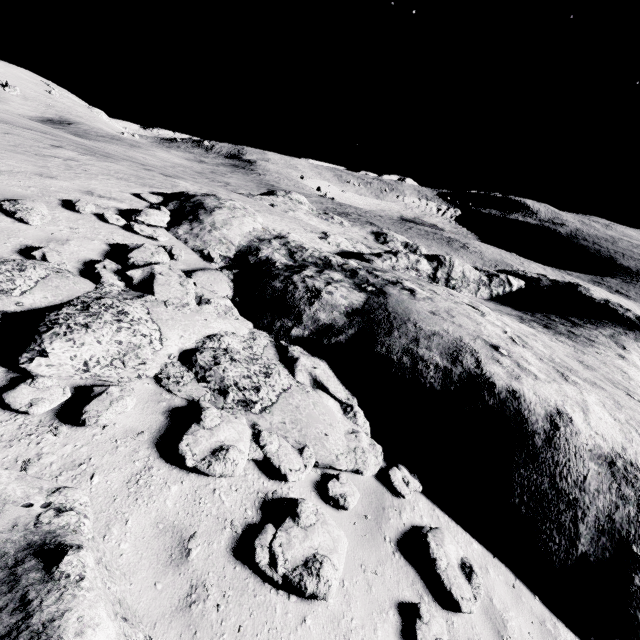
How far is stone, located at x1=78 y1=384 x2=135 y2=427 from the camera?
3.56m

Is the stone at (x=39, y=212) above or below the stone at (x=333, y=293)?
above

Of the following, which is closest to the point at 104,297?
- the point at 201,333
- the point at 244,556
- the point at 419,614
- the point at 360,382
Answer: the point at 201,333

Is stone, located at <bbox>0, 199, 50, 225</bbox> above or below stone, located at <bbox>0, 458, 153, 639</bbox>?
above

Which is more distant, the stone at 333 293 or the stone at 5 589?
the stone at 333 293

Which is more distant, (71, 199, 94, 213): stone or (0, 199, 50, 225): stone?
(71, 199, 94, 213): stone

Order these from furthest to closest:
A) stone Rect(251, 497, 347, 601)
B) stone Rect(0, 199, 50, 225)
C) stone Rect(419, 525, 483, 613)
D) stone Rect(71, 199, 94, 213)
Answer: stone Rect(71, 199, 94, 213)
stone Rect(0, 199, 50, 225)
stone Rect(419, 525, 483, 613)
stone Rect(251, 497, 347, 601)
